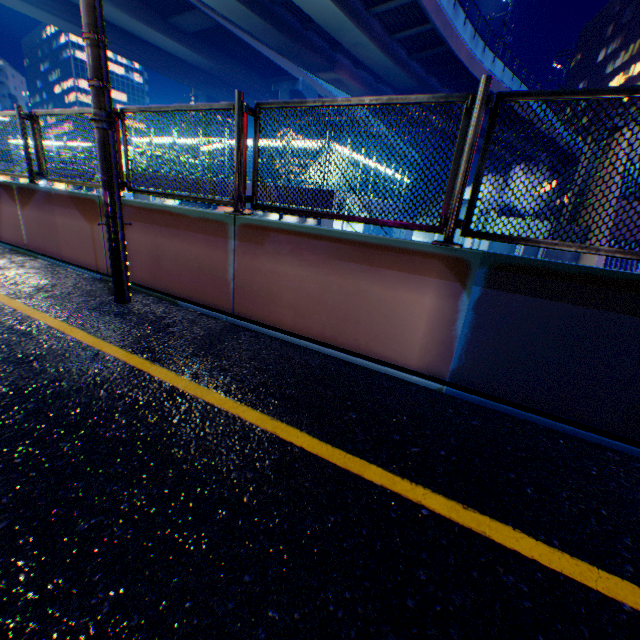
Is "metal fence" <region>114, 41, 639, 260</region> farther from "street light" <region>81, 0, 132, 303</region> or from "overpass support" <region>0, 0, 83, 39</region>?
"street light" <region>81, 0, 132, 303</region>

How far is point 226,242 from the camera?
4.1 meters

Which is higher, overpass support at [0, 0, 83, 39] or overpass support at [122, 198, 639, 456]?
overpass support at [0, 0, 83, 39]

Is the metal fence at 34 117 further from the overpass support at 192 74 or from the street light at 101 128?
the street light at 101 128

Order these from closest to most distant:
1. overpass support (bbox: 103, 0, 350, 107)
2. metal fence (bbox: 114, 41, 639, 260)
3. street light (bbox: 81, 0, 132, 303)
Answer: metal fence (bbox: 114, 41, 639, 260)
street light (bbox: 81, 0, 132, 303)
overpass support (bbox: 103, 0, 350, 107)
